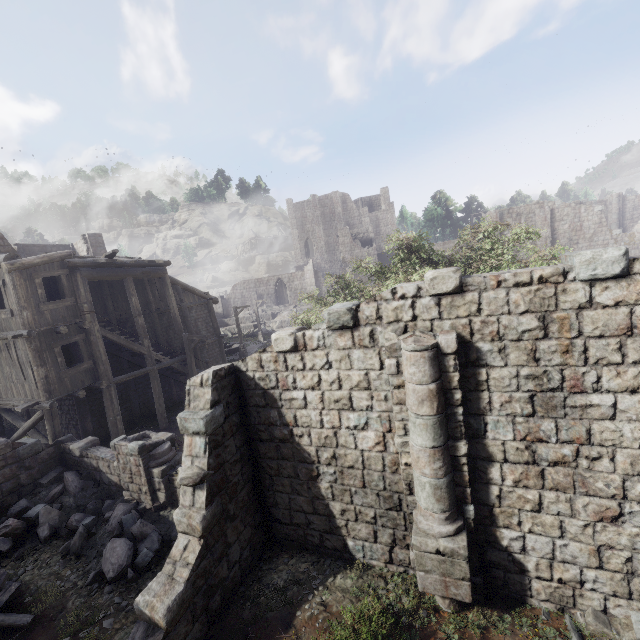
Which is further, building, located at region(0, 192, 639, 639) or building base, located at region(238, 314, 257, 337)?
building base, located at region(238, 314, 257, 337)

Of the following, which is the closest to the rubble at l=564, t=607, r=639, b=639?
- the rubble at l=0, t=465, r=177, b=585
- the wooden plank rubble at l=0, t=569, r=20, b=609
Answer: the rubble at l=0, t=465, r=177, b=585

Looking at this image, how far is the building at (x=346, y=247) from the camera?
→ 54.0m

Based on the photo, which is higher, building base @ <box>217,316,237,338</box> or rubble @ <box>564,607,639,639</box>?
building base @ <box>217,316,237,338</box>

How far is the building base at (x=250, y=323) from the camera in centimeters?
3978cm

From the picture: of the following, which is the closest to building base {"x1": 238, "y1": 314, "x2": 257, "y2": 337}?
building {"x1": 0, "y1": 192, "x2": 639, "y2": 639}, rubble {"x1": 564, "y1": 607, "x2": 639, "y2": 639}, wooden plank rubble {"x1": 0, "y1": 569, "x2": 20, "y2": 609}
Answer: building {"x1": 0, "y1": 192, "x2": 639, "y2": 639}

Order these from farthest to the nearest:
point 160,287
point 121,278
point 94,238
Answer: point 94,238
point 160,287
point 121,278

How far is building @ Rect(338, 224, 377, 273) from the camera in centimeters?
5403cm
